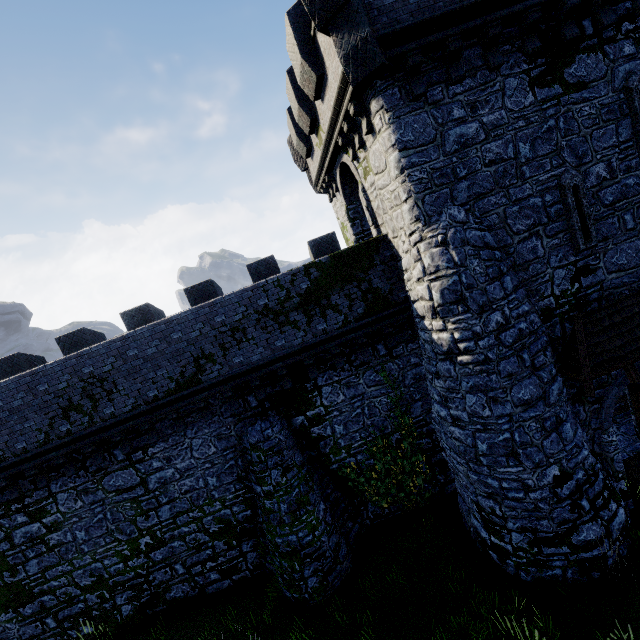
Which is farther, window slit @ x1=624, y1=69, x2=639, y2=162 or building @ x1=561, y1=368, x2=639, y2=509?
building @ x1=561, y1=368, x2=639, y2=509

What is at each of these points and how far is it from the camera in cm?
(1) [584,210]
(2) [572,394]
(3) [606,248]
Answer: (1) window slit, 835
(2) building, 912
(3) building, 865

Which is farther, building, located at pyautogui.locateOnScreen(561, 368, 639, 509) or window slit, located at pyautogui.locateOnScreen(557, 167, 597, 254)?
building, located at pyautogui.locateOnScreen(561, 368, 639, 509)

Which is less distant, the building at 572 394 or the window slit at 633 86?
the window slit at 633 86

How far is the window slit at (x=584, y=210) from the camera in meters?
8.2

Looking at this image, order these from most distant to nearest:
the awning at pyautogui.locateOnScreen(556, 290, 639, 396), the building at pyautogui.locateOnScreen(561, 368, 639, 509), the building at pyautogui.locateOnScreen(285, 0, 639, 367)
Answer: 1. the building at pyautogui.locateOnScreen(561, 368, 639, 509)
2. the awning at pyautogui.locateOnScreen(556, 290, 639, 396)
3. the building at pyautogui.locateOnScreen(285, 0, 639, 367)

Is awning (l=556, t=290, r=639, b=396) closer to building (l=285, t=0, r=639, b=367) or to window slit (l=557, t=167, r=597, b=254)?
building (l=285, t=0, r=639, b=367)

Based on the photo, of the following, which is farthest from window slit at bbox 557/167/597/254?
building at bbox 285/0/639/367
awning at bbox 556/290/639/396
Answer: awning at bbox 556/290/639/396
